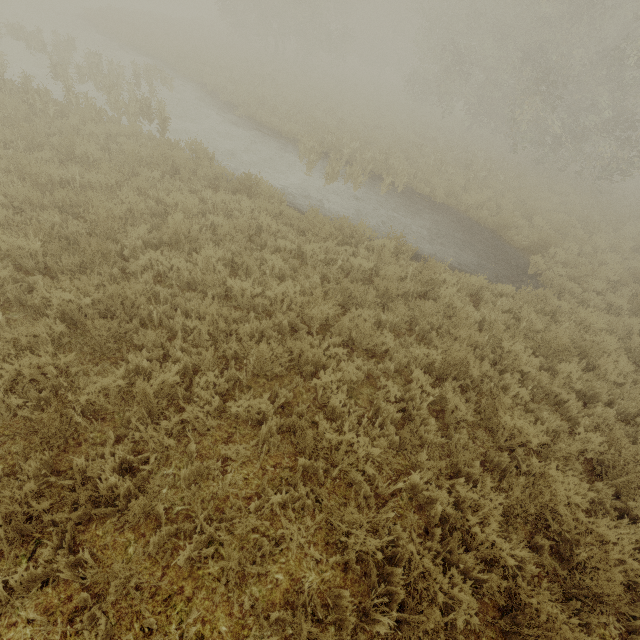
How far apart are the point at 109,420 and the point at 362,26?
45.5 meters
